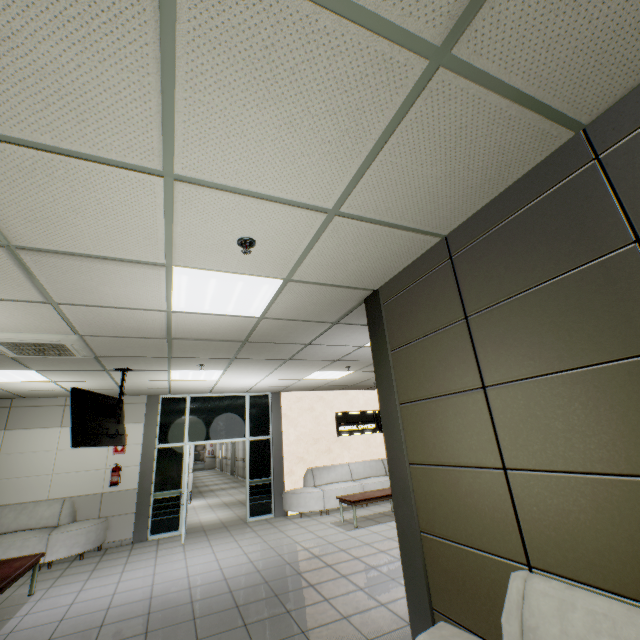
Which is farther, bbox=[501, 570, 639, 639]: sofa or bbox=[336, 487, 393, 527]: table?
bbox=[336, 487, 393, 527]: table

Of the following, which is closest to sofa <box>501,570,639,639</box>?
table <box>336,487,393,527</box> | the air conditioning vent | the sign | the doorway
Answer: the air conditioning vent

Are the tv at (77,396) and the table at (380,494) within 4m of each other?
no

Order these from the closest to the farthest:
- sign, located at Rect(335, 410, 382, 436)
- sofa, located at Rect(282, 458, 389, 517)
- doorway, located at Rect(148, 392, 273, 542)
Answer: doorway, located at Rect(148, 392, 273, 542), sofa, located at Rect(282, 458, 389, 517), sign, located at Rect(335, 410, 382, 436)

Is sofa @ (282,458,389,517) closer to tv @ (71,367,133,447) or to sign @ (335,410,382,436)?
sign @ (335,410,382,436)

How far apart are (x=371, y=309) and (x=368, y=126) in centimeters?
205cm

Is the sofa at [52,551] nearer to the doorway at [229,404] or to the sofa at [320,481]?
the doorway at [229,404]

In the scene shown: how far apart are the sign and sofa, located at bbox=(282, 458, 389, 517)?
0.8m
